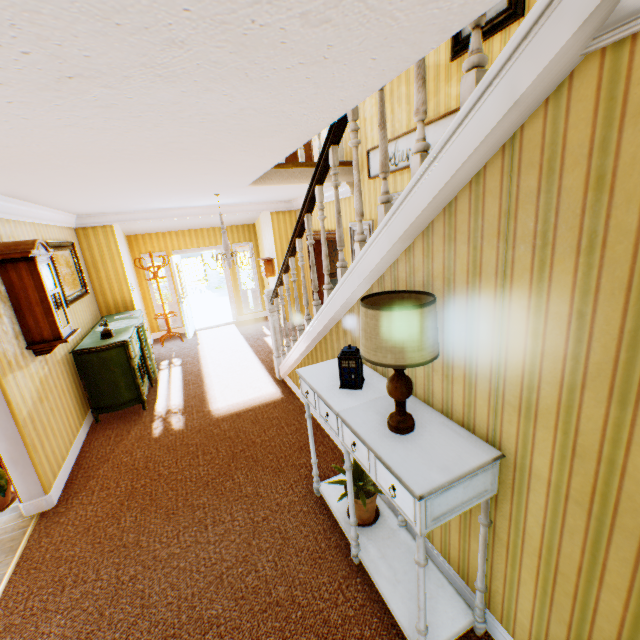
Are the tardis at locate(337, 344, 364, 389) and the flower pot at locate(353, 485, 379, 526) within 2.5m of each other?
yes

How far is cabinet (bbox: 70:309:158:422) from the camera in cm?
469

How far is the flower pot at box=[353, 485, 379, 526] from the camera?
2.58m

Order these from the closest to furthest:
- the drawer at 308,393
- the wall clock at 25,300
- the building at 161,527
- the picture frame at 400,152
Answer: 1. the building at 161,527
2. the drawer at 308,393
3. the wall clock at 25,300
4. the picture frame at 400,152

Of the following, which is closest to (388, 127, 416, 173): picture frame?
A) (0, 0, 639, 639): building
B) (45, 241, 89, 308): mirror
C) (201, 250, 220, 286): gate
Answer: (0, 0, 639, 639): building

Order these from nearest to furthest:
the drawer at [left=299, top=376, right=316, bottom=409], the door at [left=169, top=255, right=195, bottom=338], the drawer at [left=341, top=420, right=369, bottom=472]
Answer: the drawer at [left=341, top=420, right=369, bottom=472]
the drawer at [left=299, top=376, right=316, bottom=409]
the door at [left=169, top=255, right=195, bottom=338]

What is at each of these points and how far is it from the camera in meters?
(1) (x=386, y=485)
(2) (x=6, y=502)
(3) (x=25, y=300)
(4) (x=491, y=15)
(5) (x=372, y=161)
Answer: (1) drawer, 1.7 m
(2) flower pot, 3.4 m
(3) wall clock, 3.5 m
(4) picture frame, 2.8 m
(5) picture frame, 4.8 m

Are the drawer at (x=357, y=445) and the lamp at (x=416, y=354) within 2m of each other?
yes
